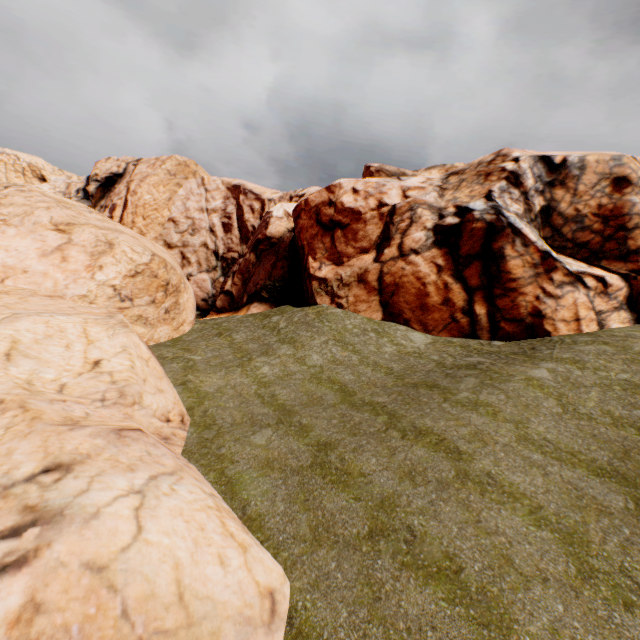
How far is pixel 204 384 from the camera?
15.9m
